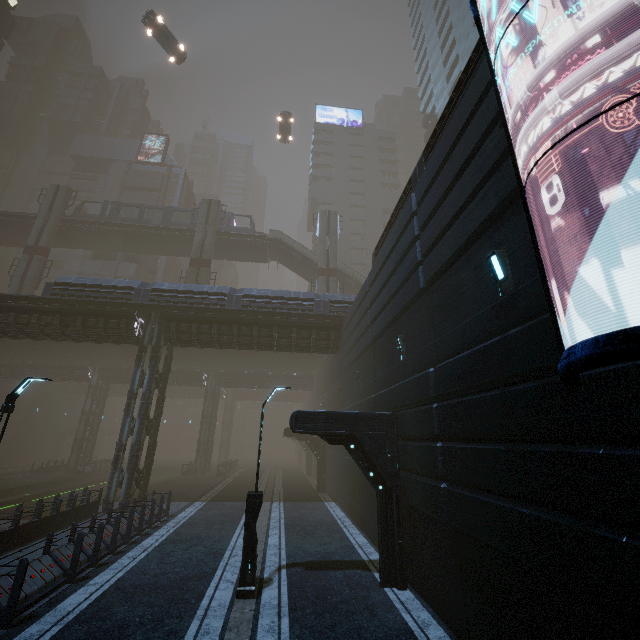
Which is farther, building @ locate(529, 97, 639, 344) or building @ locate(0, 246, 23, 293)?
building @ locate(0, 246, 23, 293)

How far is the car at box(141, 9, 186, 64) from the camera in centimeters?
3148cm

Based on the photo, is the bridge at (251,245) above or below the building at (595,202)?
above

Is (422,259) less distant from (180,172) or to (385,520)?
(385,520)

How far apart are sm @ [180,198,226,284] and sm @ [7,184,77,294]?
12.9m

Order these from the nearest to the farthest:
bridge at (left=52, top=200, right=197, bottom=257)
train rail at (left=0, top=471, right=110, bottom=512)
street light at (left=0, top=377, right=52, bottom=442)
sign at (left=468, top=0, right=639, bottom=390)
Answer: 1. sign at (left=468, top=0, right=639, bottom=390)
2. street light at (left=0, top=377, right=52, bottom=442)
3. train rail at (left=0, top=471, right=110, bottom=512)
4. bridge at (left=52, top=200, right=197, bottom=257)

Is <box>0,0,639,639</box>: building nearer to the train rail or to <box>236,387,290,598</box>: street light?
the train rail

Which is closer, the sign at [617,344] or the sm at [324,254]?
the sign at [617,344]
